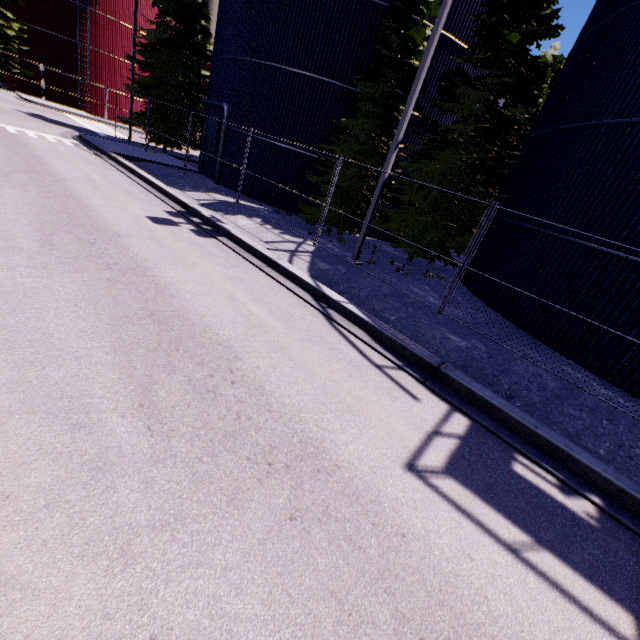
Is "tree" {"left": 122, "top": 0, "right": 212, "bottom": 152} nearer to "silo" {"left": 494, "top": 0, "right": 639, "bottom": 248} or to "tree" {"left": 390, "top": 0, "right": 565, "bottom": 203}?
"silo" {"left": 494, "top": 0, "right": 639, "bottom": 248}

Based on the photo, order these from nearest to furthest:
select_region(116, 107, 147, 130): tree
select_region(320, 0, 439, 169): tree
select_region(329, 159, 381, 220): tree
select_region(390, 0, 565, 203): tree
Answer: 1. select_region(390, 0, 565, 203): tree
2. select_region(320, 0, 439, 169): tree
3. select_region(329, 159, 381, 220): tree
4. select_region(116, 107, 147, 130): tree

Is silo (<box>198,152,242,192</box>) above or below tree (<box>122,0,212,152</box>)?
below

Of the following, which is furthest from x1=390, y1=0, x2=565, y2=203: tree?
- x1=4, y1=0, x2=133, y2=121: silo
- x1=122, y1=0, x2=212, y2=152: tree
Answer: x1=122, y1=0, x2=212, y2=152: tree

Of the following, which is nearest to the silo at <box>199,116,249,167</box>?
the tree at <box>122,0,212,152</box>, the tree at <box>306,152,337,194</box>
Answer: the tree at <box>306,152,337,194</box>

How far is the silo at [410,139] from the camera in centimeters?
1535cm

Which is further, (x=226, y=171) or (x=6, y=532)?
(x=226, y=171)

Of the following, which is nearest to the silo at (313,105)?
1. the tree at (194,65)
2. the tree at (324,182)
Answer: the tree at (324,182)
